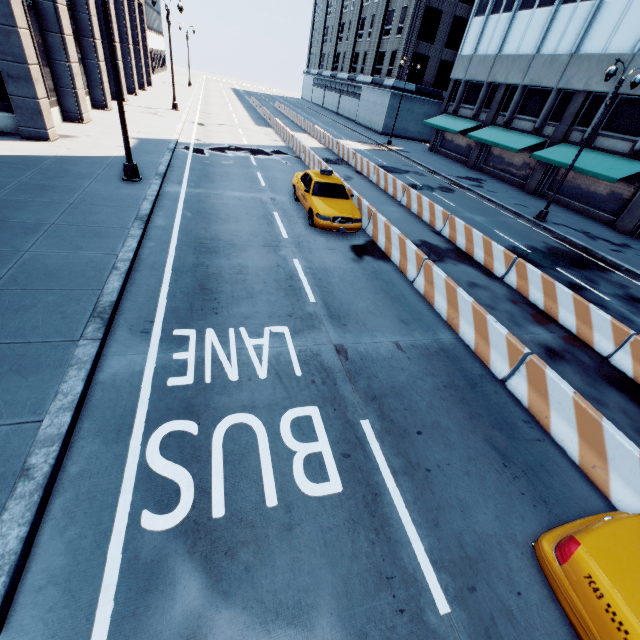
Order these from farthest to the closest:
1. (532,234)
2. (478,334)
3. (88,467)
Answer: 1. (532,234)
2. (478,334)
3. (88,467)

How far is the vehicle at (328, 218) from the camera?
11.5m

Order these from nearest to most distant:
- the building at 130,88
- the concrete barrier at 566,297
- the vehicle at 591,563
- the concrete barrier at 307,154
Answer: the vehicle at 591,563, the concrete barrier at 566,297, the concrete barrier at 307,154, the building at 130,88

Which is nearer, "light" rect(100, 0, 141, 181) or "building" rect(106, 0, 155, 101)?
"light" rect(100, 0, 141, 181)

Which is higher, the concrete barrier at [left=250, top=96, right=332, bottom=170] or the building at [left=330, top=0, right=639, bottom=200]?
the building at [left=330, top=0, right=639, bottom=200]

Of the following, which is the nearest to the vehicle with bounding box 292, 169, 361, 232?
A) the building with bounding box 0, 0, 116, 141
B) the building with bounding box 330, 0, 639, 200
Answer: the building with bounding box 0, 0, 116, 141

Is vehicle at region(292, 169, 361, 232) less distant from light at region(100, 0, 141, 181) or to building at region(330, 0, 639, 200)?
light at region(100, 0, 141, 181)

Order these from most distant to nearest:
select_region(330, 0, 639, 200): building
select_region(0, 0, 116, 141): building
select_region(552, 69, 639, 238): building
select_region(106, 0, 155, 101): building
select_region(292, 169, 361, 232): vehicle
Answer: select_region(106, 0, 155, 101): building
select_region(330, 0, 639, 200): building
select_region(552, 69, 639, 238): building
select_region(0, 0, 116, 141): building
select_region(292, 169, 361, 232): vehicle
